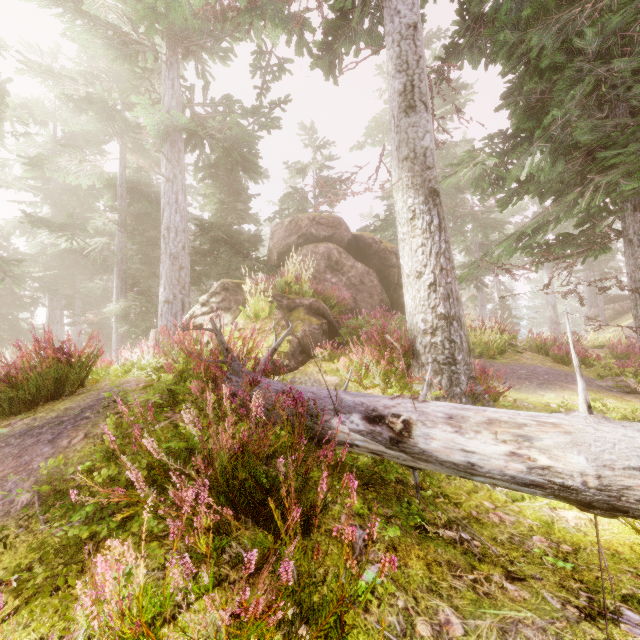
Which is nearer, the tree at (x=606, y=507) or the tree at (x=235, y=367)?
the tree at (x=606, y=507)

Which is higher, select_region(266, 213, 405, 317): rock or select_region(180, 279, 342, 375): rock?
select_region(266, 213, 405, 317): rock

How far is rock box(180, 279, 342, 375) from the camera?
6.11m

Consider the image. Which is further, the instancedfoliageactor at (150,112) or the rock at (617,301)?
the rock at (617,301)

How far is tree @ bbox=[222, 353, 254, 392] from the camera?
3.8 meters

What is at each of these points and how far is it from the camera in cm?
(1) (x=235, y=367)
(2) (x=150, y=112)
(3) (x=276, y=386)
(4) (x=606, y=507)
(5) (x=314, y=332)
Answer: (1) tree, 393
(2) instancedfoliageactor, 838
(3) tree, 350
(4) tree, 171
(5) rock, 698

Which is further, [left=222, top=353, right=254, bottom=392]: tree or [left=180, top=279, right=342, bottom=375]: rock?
[left=180, top=279, right=342, bottom=375]: rock

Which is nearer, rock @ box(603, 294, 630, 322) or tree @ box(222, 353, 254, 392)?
tree @ box(222, 353, 254, 392)
